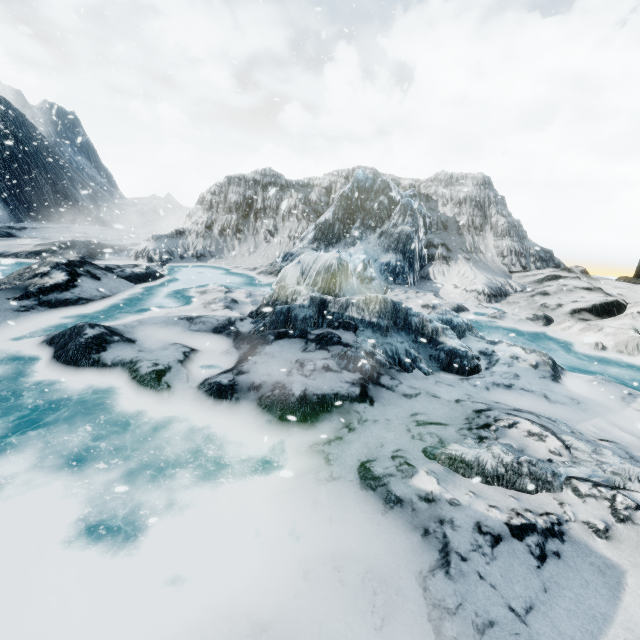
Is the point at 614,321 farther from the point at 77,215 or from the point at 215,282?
the point at 77,215
